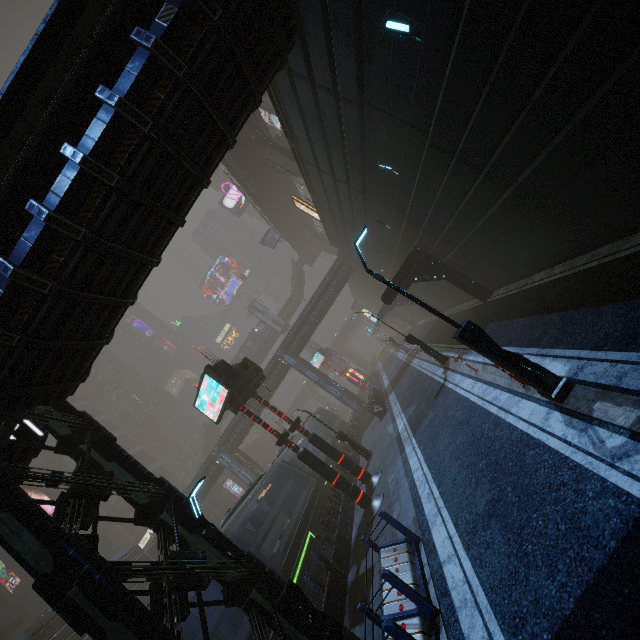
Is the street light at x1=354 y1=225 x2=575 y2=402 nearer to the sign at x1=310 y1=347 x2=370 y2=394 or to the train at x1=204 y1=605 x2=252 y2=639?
the train at x1=204 y1=605 x2=252 y2=639

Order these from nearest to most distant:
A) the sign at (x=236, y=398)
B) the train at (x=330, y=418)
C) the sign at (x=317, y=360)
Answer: the sign at (x=236, y=398) → the train at (x=330, y=418) → the sign at (x=317, y=360)

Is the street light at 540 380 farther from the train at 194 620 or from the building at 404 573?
the train at 194 620

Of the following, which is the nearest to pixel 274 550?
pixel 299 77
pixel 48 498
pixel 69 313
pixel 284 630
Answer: pixel 284 630

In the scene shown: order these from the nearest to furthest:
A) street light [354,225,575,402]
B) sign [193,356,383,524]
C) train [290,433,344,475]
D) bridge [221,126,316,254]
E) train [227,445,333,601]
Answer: street light [354,225,575,402]
train [227,445,333,601]
sign [193,356,383,524]
train [290,433,344,475]
bridge [221,126,316,254]

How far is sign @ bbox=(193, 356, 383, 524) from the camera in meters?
13.7

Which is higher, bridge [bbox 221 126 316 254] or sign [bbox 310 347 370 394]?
bridge [bbox 221 126 316 254]

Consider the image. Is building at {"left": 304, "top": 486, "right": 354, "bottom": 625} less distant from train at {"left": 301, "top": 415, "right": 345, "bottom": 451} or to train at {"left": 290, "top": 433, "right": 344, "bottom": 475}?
train at {"left": 301, "top": 415, "right": 345, "bottom": 451}
